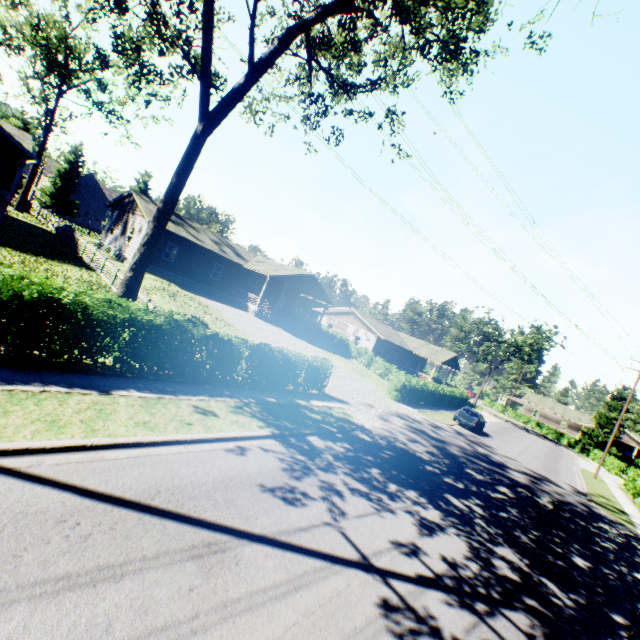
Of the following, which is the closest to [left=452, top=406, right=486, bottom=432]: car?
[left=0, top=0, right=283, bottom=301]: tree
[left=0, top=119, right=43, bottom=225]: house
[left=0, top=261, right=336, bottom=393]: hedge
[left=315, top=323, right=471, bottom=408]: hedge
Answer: [left=315, top=323, right=471, bottom=408]: hedge

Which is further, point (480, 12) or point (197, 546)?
point (480, 12)

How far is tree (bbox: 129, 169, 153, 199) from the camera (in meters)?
54.28

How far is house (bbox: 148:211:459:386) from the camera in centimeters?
2995cm

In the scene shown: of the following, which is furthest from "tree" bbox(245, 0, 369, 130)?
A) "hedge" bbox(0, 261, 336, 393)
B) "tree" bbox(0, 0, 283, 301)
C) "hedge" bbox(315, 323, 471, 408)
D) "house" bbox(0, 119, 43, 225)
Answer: "hedge" bbox(315, 323, 471, 408)

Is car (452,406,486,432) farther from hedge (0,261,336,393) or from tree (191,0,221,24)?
tree (191,0,221,24)

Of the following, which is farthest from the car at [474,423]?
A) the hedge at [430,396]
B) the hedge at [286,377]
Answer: the hedge at [286,377]

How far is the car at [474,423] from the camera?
26.3m
